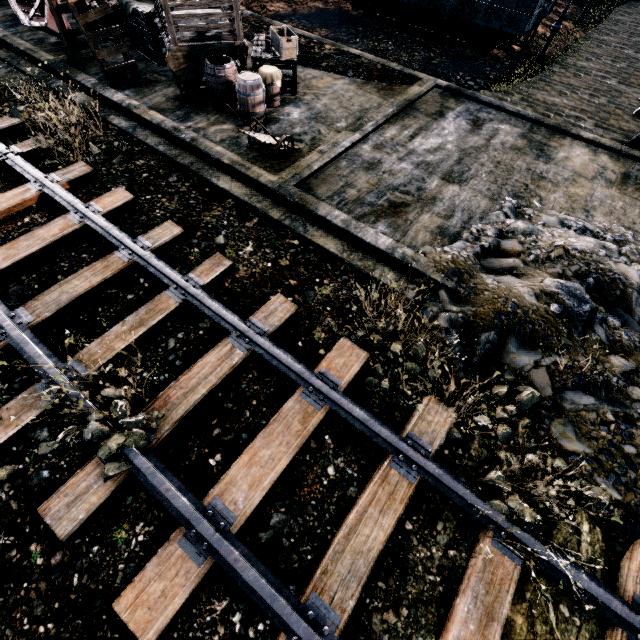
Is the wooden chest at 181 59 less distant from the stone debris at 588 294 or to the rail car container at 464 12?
the rail car container at 464 12

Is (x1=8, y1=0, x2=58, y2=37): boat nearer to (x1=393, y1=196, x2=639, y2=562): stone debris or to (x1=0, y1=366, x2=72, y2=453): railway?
(x1=0, y1=366, x2=72, y2=453): railway

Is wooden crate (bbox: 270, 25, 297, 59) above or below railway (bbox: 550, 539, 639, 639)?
above

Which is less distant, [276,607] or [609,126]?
[276,607]

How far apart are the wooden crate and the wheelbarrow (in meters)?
3.71

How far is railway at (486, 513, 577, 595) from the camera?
4.84m

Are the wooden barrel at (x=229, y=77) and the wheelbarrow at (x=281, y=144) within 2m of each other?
yes

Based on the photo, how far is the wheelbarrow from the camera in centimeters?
912cm
